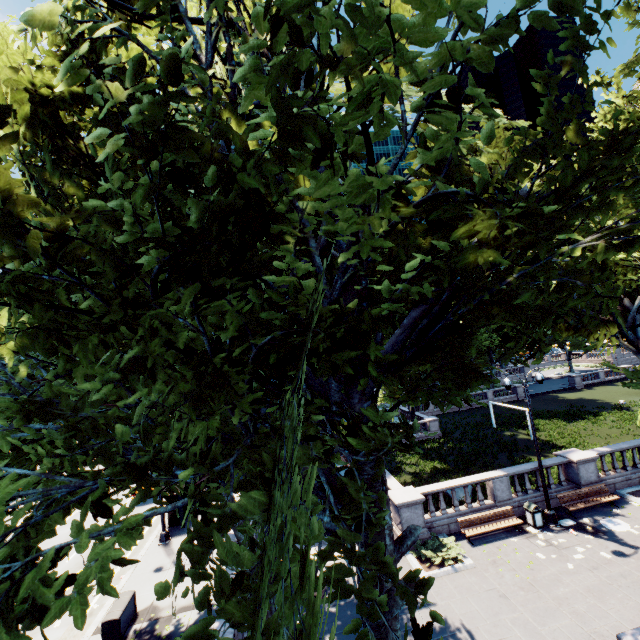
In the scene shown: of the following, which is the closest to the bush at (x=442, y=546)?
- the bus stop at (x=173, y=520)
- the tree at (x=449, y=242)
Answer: the tree at (x=449, y=242)

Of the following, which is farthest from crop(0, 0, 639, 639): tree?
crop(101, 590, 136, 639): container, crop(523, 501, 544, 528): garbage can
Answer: crop(523, 501, 544, 528): garbage can

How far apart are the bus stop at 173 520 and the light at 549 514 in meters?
19.9

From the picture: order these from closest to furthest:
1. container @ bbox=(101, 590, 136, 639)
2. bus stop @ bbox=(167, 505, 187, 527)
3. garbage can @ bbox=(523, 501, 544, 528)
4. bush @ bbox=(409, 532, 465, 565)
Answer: container @ bbox=(101, 590, 136, 639) → bush @ bbox=(409, 532, 465, 565) → garbage can @ bbox=(523, 501, 544, 528) → bus stop @ bbox=(167, 505, 187, 527)

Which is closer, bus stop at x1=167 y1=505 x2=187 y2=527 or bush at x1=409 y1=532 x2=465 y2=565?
bush at x1=409 y1=532 x2=465 y2=565

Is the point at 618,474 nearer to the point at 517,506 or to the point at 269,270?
the point at 517,506

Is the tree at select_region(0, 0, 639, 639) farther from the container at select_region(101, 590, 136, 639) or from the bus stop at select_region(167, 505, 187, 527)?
the container at select_region(101, 590, 136, 639)

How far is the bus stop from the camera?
20.02m
